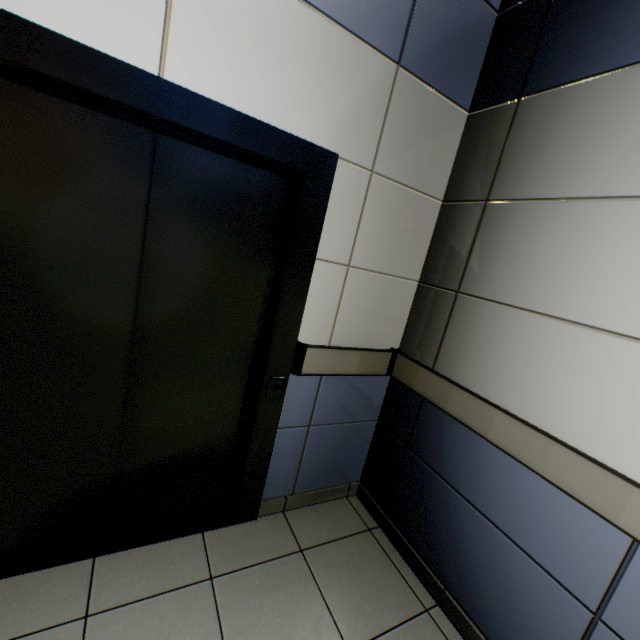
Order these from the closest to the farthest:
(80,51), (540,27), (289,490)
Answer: (80,51) → (540,27) → (289,490)
